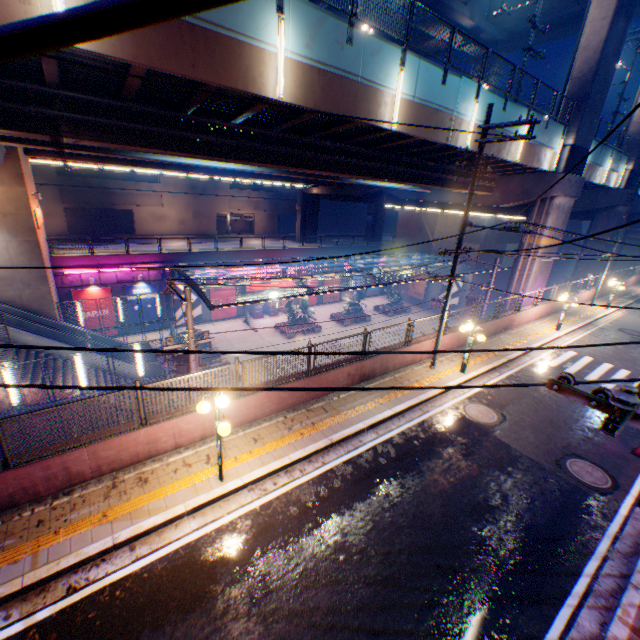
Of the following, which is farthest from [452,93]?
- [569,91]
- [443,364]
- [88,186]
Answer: [88,186]

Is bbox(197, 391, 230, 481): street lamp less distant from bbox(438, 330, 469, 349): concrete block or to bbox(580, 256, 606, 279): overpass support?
bbox(438, 330, 469, 349): concrete block

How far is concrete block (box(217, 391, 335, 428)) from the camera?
9.45m

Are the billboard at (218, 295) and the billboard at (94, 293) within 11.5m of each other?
yes

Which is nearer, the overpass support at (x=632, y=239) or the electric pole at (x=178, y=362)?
the electric pole at (x=178, y=362)

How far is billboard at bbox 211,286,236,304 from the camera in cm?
3181

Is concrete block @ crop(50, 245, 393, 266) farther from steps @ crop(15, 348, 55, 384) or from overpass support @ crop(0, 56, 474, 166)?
steps @ crop(15, 348, 55, 384)

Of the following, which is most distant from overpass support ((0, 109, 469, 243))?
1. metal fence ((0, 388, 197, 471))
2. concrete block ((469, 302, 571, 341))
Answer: concrete block ((469, 302, 571, 341))
